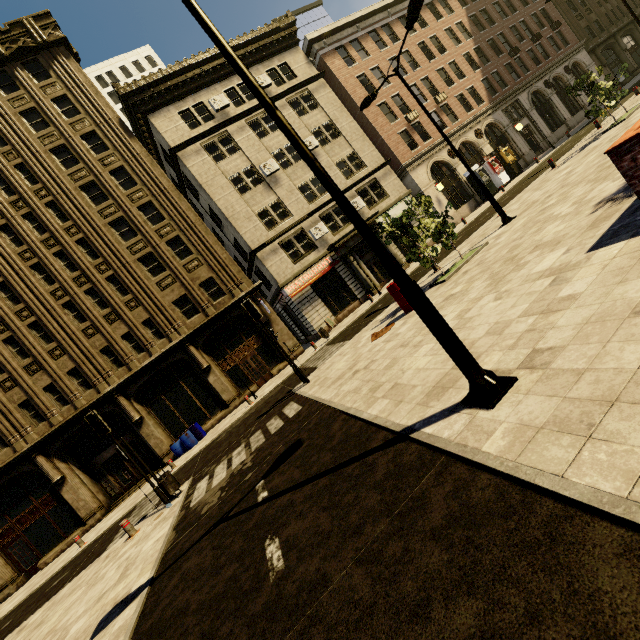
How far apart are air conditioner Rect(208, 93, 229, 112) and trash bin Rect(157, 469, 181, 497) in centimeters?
2419cm

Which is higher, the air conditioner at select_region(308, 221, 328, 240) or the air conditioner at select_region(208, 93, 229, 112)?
the air conditioner at select_region(208, 93, 229, 112)

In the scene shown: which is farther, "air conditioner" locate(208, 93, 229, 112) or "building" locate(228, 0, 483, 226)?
"building" locate(228, 0, 483, 226)

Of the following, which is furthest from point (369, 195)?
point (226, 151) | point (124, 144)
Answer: point (124, 144)

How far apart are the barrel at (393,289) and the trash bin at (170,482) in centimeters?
948cm

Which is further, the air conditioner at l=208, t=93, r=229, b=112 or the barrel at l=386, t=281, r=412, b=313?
the air conditioner at l=208, t=93, r=229, b=112

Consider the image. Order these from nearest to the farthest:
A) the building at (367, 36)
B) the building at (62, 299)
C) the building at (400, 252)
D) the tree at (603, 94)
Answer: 1. the tree at (603, 94)
2. the building at (62, 299)
3. the building at (400, 252)
4. the building at (367, 36)

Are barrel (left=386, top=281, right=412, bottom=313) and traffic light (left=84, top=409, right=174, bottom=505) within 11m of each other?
yes
